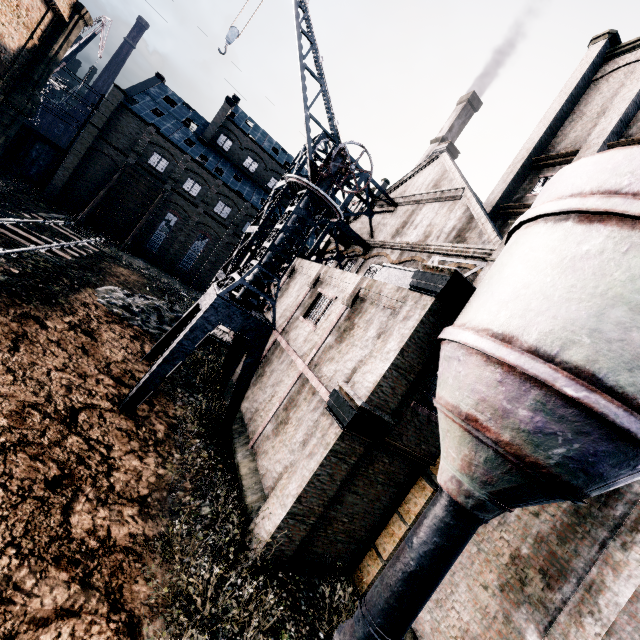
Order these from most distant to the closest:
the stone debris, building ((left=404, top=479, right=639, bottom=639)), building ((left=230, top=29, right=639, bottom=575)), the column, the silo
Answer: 1. the stone debris
2. the column
3. building ((left=230, top=29, right=639, bottom=575))
4. building ((left=404, top=479, right=639, bottom=639))
5. the silo

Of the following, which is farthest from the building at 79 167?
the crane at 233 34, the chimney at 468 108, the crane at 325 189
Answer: the crane at 233 34

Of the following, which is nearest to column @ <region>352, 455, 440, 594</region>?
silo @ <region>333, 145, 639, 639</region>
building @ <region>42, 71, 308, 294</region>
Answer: silo @ <region>333, 145, 639, 639</region>

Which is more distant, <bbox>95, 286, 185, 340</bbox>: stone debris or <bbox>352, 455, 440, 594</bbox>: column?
<bbox>95, 286, 185, 340</bbox>: stone debris

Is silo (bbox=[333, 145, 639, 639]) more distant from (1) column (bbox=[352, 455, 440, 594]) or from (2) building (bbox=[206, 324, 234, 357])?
(1) column (bbox=[352, 455, 440, 594])

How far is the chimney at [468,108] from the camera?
39.5m

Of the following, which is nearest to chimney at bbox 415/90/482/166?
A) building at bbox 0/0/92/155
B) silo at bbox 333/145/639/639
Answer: building at bbox 0/0/92/155

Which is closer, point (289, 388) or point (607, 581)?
point (607, 581)
